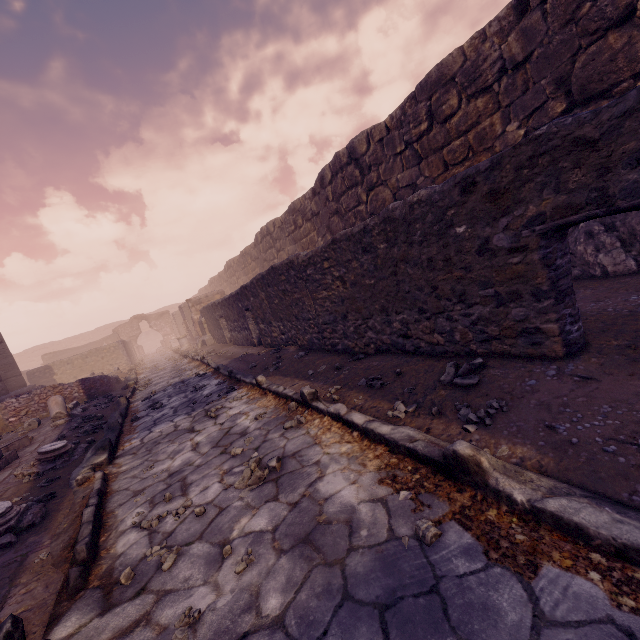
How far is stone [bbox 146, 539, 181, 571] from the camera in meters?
2.1 m

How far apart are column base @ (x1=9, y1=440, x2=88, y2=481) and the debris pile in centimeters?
282cm

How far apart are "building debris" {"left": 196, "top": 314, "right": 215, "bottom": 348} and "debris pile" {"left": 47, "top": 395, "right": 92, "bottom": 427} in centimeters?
718cm

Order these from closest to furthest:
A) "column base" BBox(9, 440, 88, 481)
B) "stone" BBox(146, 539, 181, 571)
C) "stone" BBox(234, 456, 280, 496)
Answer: "stone" BBox(146, 539, 181, 571) < "stone" BBox(234, 456, 280, 496) < "column base" BBox(9, 440, 88, 481)

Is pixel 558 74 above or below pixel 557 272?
above

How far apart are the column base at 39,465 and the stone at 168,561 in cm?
345

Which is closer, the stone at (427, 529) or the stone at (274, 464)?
the stone at (427, 529)

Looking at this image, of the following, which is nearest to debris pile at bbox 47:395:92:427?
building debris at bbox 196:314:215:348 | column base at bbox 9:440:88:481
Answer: column base at bbox 9:440:88:481
